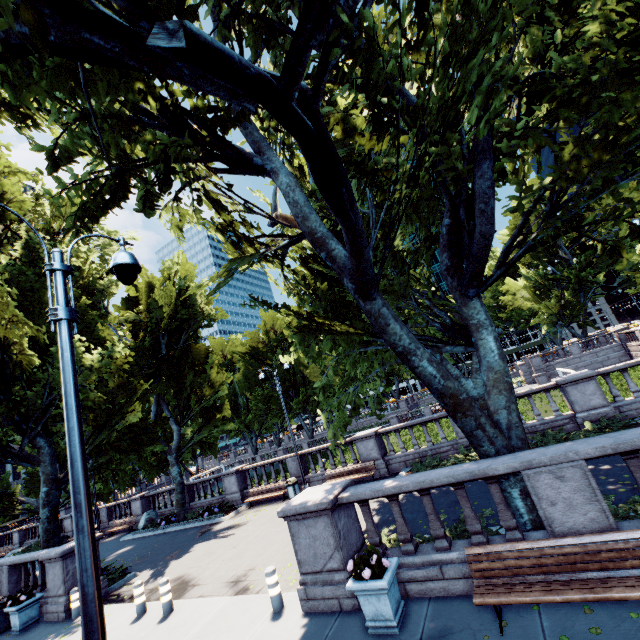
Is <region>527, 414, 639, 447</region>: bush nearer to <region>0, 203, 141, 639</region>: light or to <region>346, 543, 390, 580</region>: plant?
<region>346, 543, 390, 580</region>: plant

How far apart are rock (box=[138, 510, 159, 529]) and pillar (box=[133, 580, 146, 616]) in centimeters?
1494cm

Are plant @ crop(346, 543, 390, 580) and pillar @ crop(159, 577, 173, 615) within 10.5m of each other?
yes

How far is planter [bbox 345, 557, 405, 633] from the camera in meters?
5.6

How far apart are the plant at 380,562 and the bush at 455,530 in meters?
1.4

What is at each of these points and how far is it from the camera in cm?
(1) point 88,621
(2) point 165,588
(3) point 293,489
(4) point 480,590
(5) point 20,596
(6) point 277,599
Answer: (1) light, 315
(2) pillar, 901
(3) garbage can, 1758
(4) bench, 517
(5) plant, 1129
(6) pillar, 738

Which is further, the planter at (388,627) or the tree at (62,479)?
the tree at (62,479)

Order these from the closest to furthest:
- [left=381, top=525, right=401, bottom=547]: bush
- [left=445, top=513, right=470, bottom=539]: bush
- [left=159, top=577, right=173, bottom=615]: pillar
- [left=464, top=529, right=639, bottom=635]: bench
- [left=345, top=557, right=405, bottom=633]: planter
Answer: [left=464, top=529, right=639, bottom=635]: bench < [left=345, top=557, right=405, bottom=633]: planter < [left=445, top=513, right=470, bottom=539]: bush < [left=381, top=525, right=401, bottom=547]: bush < [left=159, top=577, right=173, bottom=615]: pillar
